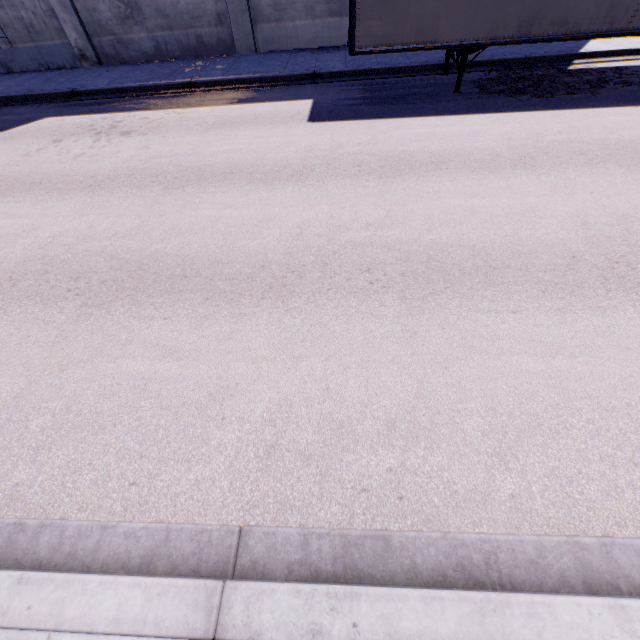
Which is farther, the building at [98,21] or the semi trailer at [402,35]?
the building at [98,21]

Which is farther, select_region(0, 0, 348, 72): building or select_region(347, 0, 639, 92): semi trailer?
select_region(0, 0, 348, 72): building

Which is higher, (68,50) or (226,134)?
(68,50)
